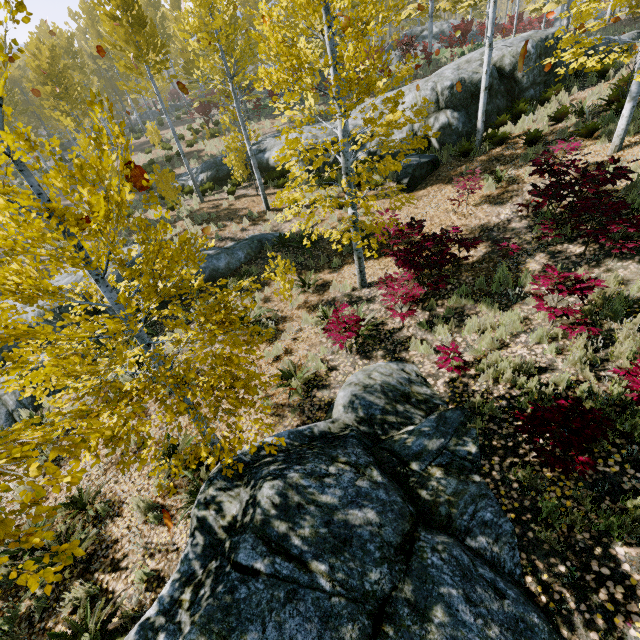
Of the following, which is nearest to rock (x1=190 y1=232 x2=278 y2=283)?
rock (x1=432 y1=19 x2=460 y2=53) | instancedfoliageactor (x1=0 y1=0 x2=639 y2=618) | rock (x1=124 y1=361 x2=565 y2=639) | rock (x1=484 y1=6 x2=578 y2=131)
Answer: instancedfoliageactor (x1=0 y1=0 x2=639 y2=618)

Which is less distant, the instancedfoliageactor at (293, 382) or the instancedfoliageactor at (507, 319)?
the instancedfoliageactor at (507, 319)

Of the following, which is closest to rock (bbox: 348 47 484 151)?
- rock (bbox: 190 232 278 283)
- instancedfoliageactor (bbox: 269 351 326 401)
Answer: rock (bbox: 190 232 278 283)

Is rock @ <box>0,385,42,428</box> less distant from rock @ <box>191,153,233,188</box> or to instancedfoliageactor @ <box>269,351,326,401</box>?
rock @ <box>191,153,233,188</box>

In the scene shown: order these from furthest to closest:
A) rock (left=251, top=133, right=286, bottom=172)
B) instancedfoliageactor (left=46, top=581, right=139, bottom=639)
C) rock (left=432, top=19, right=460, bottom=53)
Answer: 1. rock (left=432, top=19, right=460, bottom=53)
2. rock (left=251, top=133, right=286, bottom=172)
3. instancedfoliageactor (left=46, top=581, right=139, bottom=639)

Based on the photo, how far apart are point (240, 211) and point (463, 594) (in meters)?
15.11

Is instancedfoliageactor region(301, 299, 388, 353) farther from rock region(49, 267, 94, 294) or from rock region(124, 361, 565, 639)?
rock region(124, 361, 565, 639)

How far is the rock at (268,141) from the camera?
16.4m
